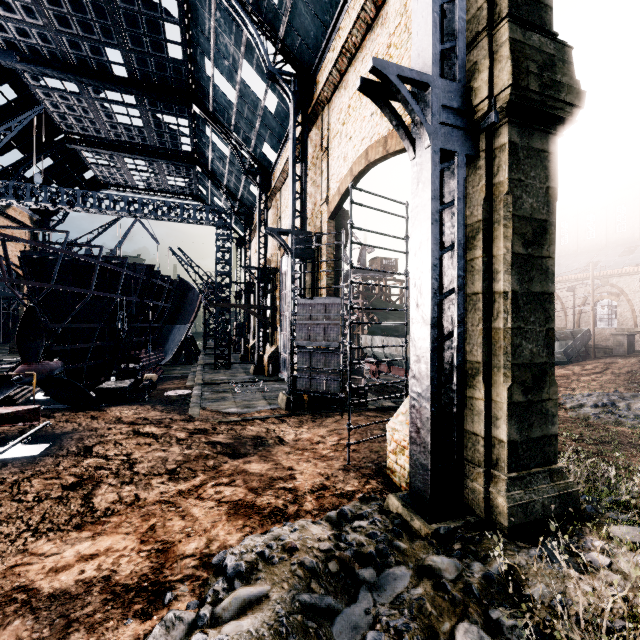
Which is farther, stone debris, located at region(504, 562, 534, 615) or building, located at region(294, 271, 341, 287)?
building, located at region(294, 271, 341, 287)

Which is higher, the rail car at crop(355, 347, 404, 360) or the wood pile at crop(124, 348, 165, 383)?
the rail car at crop(355, 347, 404, 360)

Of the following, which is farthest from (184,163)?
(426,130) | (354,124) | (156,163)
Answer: (426,130)

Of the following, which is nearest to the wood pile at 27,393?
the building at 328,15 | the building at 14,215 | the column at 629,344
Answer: the building at 328,15

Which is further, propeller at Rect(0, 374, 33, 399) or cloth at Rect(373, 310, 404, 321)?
cloth at Rect(373, 310, 404, 321)

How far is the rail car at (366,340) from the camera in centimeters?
2409cm

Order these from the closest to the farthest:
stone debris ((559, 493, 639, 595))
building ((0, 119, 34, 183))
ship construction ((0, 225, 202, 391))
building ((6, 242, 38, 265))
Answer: stone debris ((559, 493, 639, 595))
ship construction ((0, 225, 202, 391))
building ((0, 119, 34, 183))
building ((6, 242, 38, 265))

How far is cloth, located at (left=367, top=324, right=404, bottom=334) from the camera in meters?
38.6
